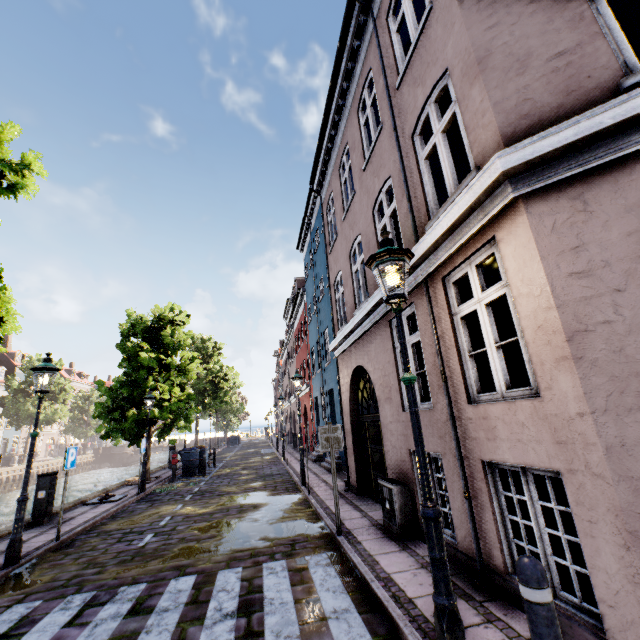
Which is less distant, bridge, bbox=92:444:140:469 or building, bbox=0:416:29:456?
building, bbox=0:416:29:456

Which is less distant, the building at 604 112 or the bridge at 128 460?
the building at 604 112

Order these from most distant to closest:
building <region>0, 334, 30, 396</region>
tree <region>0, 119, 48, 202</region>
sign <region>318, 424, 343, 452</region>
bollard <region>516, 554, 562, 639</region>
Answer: building <region>0, 334, 30, 396</region>
sign <region>318, 424, 343, 452</region>
tree <region>0, 119, 48, 202</region>
bollard <region>516, 554, 562, 639</region>

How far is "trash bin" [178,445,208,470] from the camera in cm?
1664

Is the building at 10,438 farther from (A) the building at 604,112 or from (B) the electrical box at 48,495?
(A) the building at 604,112

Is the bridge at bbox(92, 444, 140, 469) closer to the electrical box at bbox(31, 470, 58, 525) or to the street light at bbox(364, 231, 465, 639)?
the electrical box at bbox(31, 470, 58, 525)

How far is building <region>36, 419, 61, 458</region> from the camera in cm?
5411

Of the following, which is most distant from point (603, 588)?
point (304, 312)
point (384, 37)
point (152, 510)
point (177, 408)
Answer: point (304, 312)
